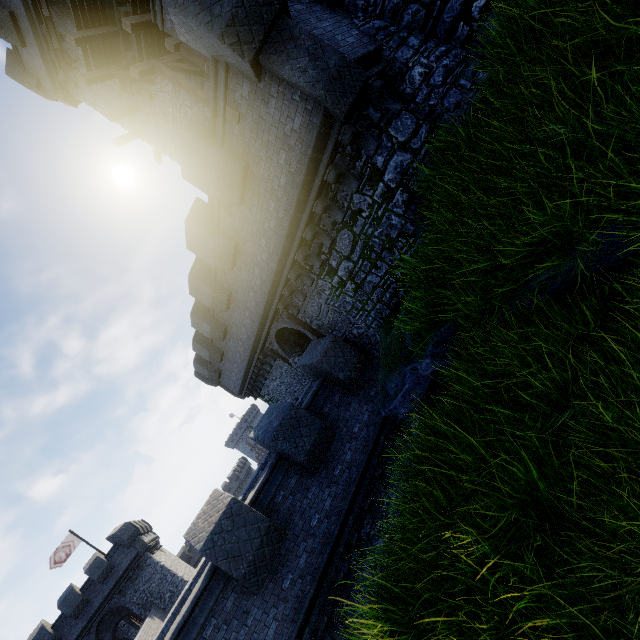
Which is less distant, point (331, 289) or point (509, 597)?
point (509, 597)

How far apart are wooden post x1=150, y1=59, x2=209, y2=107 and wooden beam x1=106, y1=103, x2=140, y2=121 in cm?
410

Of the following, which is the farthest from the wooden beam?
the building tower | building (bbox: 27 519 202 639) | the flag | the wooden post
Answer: the flag

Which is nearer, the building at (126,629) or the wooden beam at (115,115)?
the wooden beam at (115,115)

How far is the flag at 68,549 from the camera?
29.16m

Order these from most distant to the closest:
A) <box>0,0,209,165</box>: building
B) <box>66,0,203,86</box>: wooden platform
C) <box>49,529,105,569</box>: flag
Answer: <box>49,529,105,569</box>: flag < <box>0,0,209,165</box>: building < <box>66,0,203,86</box>: wooden platform

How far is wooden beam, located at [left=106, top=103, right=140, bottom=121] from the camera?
14.48m

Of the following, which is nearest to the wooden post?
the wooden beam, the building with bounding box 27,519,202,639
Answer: the wooden beam
